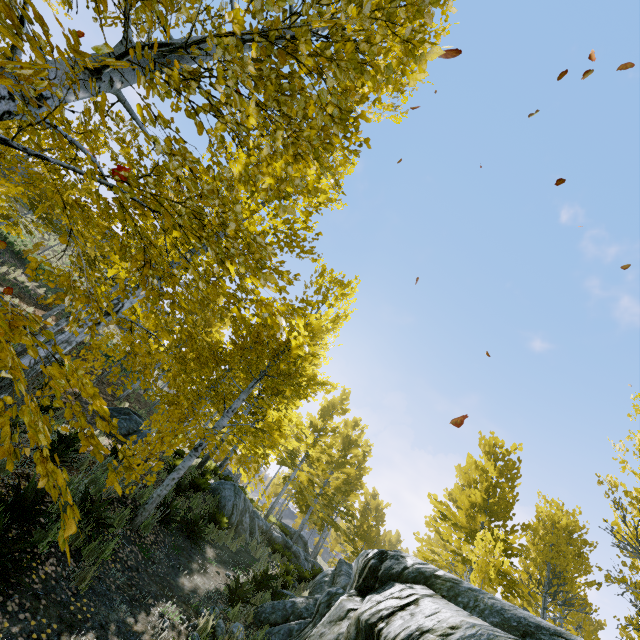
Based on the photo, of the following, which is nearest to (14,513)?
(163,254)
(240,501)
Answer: (163,254)

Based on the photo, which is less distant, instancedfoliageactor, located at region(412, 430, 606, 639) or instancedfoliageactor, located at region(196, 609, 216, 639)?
instancedfoliageactor, located at region(196, 609, 216, 639)

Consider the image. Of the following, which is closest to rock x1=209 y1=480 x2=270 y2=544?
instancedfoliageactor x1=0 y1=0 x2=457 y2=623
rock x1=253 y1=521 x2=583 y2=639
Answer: A: instancedfoliageactor x1=0 y1=0 x2=457 y2=623

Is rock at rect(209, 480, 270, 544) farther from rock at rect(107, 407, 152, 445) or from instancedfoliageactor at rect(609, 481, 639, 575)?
rock at rect(107, 407, 152, 445)

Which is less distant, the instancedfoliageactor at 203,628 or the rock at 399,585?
the rock at 399,585

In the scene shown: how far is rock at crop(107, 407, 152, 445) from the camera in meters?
12.5 m

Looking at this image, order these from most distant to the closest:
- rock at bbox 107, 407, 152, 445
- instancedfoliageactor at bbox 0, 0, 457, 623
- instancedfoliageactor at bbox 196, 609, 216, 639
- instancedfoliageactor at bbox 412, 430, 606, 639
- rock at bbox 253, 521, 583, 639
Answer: rock at bbox 107, 407, 152, 445 < instancedfoliageactor at bbox 412, 430, 606, 639 < instancedfoliageactor at bbox 196, 609, 216, 639 < rock at bbox 253, 521, 583, 639 < instancedfoliageactor at bbox 0, 0, 457, 623

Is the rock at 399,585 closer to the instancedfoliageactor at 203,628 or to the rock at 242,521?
the instancedfoliageactor at 203,628
